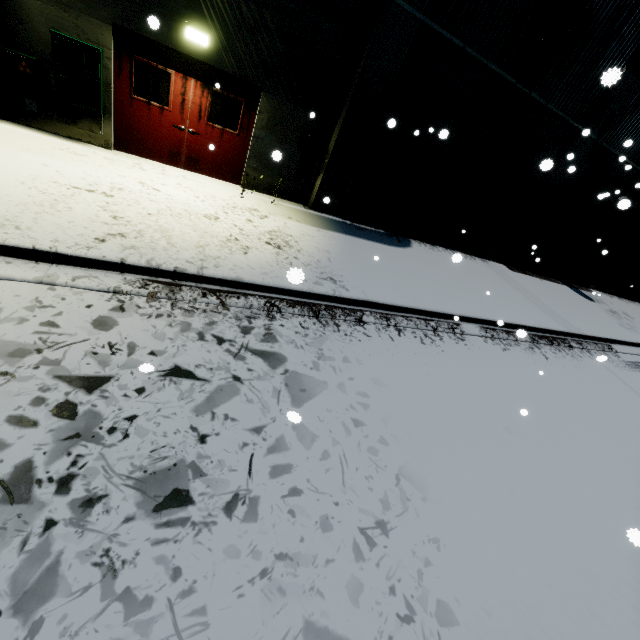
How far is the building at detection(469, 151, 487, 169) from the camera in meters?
10.2 m

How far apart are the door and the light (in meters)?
0.25

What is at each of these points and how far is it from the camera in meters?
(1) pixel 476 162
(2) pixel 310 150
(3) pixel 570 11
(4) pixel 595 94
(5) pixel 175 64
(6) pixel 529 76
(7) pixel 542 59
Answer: (1) building, 10.3
(2) electrical box, 8.5
(3) building, 8.2
(4) building, 9.9
(5) door, 6.9
(6) building, 9.0
(7) building, 8.8

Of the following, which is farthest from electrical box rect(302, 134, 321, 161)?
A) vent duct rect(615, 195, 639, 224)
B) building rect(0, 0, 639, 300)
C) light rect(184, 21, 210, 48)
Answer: vent duct rect(615, 195, 639, 224)

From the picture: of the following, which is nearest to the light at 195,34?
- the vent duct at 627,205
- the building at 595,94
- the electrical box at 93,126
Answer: the building at 595,94

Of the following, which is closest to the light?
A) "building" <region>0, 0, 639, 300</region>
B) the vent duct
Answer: "building" <region>0, 0, 639, 300</region>

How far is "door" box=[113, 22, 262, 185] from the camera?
6.72m

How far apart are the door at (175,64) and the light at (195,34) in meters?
0.3
